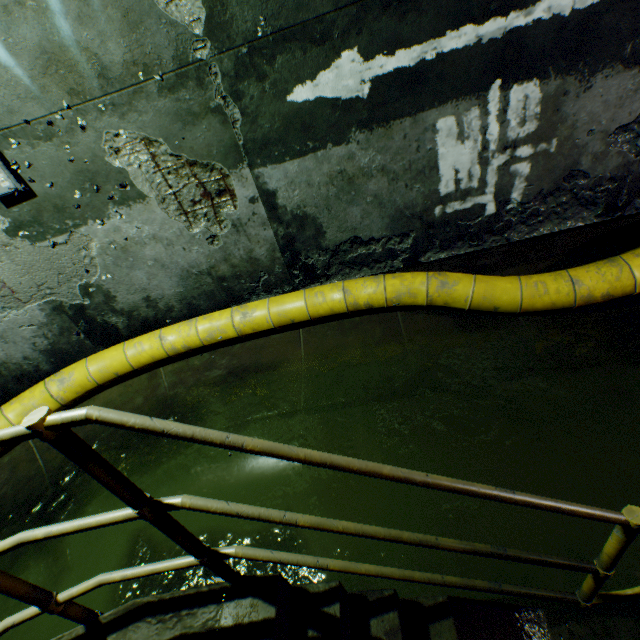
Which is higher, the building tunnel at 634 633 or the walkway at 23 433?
the walkway at 23 433

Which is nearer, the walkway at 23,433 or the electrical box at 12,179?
the walkway at 23,433

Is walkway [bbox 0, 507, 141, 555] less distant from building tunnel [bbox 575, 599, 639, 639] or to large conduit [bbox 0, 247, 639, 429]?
building tunnel [bbox 575, 599, 639, 639]

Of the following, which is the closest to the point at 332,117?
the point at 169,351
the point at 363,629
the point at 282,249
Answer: the point at 282,249

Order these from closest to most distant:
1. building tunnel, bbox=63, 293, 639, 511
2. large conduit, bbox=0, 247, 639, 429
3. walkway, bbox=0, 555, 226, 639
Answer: walkway, bbox=0, 555, 226, 639
building tunnel, bbox=63, 293, 639, 511
large conduit, bbox=0, 247, 639, 429

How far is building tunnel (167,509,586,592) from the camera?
2.00m

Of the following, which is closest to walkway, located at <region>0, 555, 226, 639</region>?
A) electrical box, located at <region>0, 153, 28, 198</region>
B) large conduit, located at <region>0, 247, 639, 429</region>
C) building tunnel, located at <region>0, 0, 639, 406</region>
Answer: building tunnel, located at <region>0, 0, 639, 406</region>

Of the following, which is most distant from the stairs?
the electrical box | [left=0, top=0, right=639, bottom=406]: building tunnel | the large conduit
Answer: the electrical box
